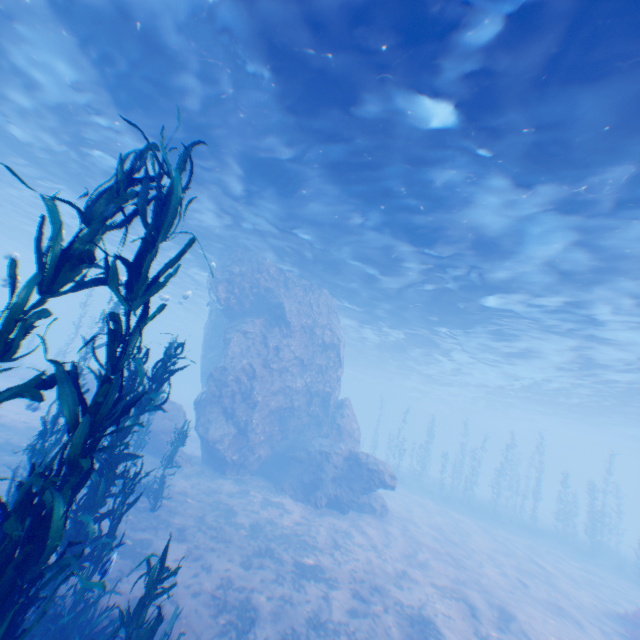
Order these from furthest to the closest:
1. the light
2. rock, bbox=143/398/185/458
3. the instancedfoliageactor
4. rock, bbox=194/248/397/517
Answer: rock, bbox=194/248/397/517 → rock, bbox=143/398/185/458 → the light → the instancedfoliageactor

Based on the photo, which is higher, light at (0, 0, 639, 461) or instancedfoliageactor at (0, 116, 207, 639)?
light at (0, 0, 639, 461)

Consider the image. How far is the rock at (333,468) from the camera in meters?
17.0 m

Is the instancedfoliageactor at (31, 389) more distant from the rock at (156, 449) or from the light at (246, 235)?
the light at (246, 235)

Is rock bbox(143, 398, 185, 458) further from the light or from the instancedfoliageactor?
the instancedfoliageactor

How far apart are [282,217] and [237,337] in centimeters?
741cm

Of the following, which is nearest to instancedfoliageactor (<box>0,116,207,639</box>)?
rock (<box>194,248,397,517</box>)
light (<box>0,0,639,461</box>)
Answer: rock (<box>194,248,397,517</box>)
